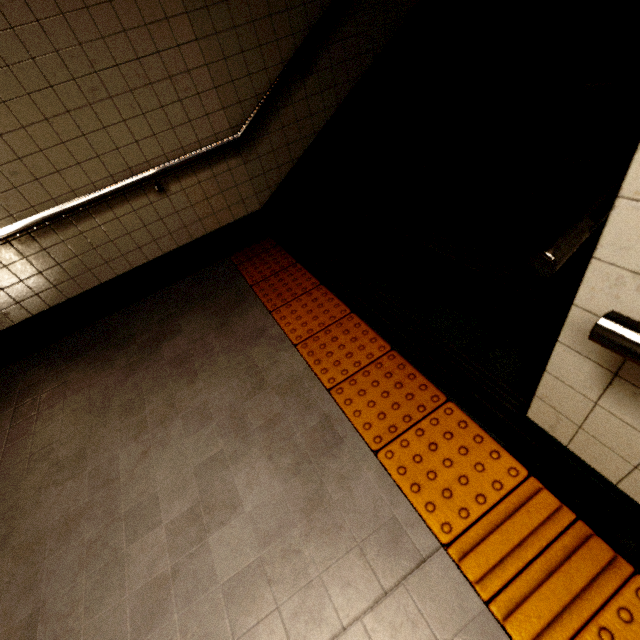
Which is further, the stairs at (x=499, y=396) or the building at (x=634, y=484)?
the stairs at (x=499, y=396)

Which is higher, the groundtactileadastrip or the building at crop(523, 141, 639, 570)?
the building at crop(523, 141, 639, 570)

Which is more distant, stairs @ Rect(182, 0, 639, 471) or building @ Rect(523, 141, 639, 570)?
stairs @ Rect(182, 0, 639, 471)

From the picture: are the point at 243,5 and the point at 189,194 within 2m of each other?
yes

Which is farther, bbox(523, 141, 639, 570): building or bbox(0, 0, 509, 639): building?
bbox(0, 0, 509, 639): building

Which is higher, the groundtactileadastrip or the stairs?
the stairs

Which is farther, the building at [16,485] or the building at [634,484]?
the building at [16,485]
